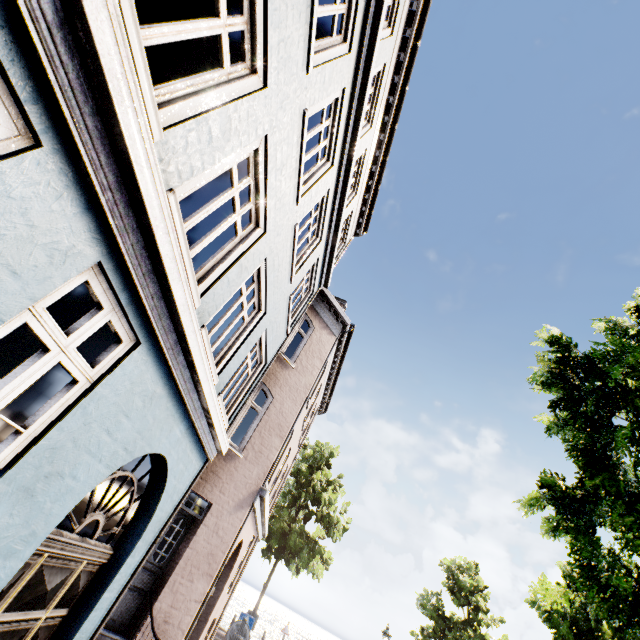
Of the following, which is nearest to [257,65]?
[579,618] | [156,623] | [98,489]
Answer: [98,489]

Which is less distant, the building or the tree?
the building

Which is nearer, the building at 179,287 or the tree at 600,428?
the building at 179,287
